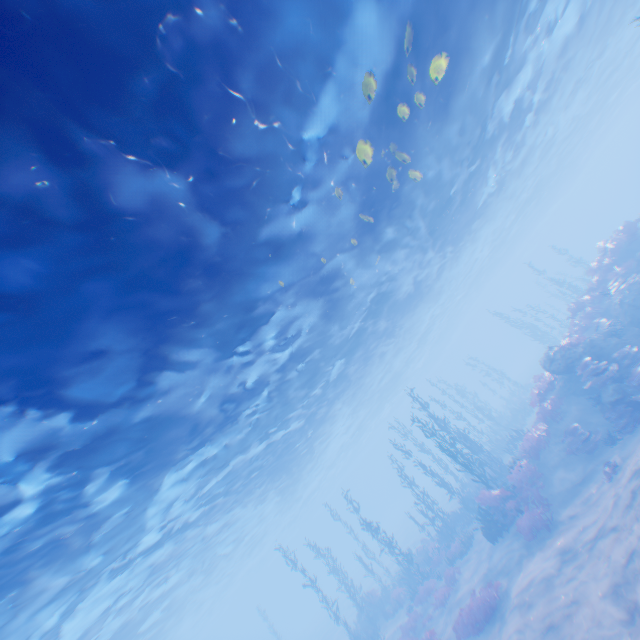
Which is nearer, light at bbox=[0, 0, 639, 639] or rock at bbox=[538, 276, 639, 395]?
light at bbox=[0, 0, 639, 639]

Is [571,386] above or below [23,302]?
below

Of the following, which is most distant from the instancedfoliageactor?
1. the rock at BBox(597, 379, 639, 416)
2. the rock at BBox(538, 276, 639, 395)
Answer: the rock at BBox(538, 276, 639, 395)

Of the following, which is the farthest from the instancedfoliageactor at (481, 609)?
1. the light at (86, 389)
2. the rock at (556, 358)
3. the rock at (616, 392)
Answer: the light at (86, 389)

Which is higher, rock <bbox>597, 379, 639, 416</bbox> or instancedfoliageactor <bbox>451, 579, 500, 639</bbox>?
rock <bbox>597, 379, 639, 416</bbox>

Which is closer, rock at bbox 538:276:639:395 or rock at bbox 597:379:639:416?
rock at bbox 597:379:639:416

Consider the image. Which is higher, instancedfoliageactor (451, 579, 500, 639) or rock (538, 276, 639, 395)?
rock (538, 276, 639, 395)

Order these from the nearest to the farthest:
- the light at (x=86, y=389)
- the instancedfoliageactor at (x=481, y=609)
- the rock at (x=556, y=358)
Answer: the light at (x=86, y=389)
the instancedfoliageactor at (x=481, y=609)
the rock at (x=556, y=358)
